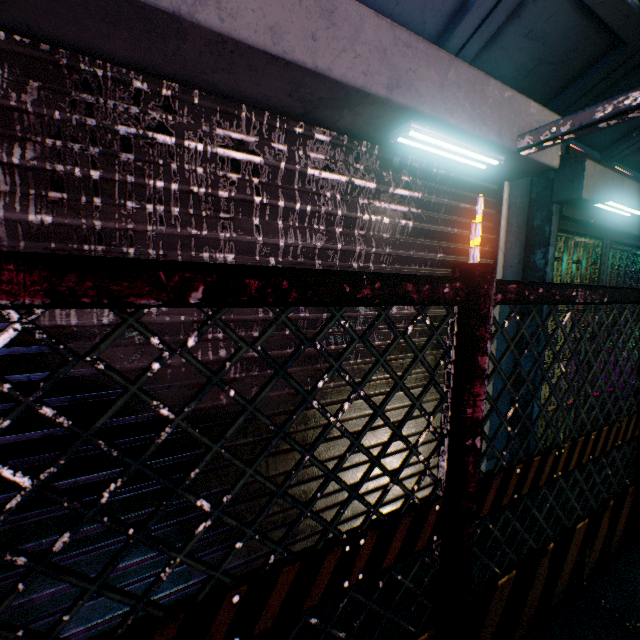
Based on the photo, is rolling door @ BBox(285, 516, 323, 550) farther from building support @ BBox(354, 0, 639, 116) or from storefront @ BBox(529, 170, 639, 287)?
storefront @ BBox(529, 170, 639, 287)

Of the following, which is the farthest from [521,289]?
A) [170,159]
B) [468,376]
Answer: [170,159]

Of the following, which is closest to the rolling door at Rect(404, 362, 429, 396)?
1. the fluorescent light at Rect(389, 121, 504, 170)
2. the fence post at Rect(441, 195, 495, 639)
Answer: the fluorescent light at Rect(389, 121, 504, 170)

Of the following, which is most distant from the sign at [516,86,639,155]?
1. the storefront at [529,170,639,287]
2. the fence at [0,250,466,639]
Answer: the storefront at [529,170,639,287]

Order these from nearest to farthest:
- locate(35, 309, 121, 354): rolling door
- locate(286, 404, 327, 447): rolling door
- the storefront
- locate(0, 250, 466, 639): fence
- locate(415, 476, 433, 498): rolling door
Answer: locate(0, 250, 466, 639): fence → locate(35, 309, 121, 354): rolling door → locate(286, 404, 327, 447): rolling door → locate(415, 476, 433, 498): rolling door → the storefront

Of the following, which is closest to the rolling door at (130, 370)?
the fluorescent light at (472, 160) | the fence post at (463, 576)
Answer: the fluorescent light at (472, 160)

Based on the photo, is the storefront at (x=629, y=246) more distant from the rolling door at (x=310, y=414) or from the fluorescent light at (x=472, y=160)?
the fluorescent light at (x=472, y=160)
